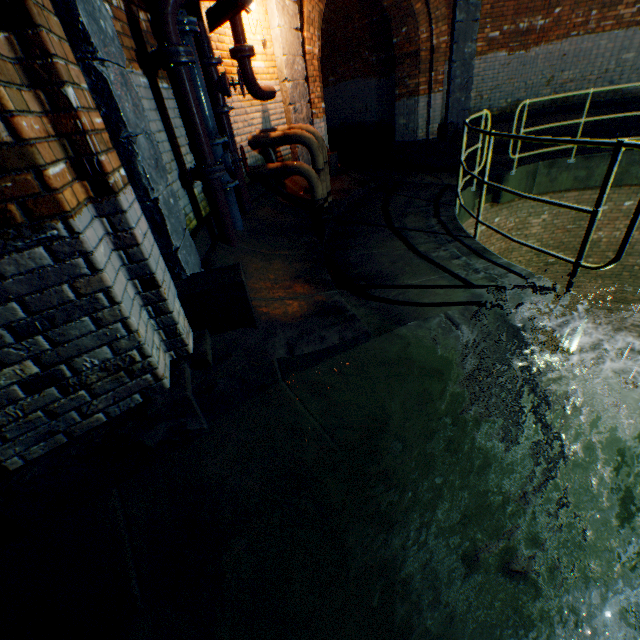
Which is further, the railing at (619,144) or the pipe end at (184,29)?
the pipe end at (184,29)

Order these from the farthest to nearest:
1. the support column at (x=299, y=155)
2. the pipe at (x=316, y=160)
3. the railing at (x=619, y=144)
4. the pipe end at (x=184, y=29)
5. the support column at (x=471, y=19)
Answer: the support column at (x=471, y=19)
the support column at (x=299, y=155)
the pipe at (x=316, y=160)
the pipe end at (x=184, y=29)
the railing at (x=619, y=144)

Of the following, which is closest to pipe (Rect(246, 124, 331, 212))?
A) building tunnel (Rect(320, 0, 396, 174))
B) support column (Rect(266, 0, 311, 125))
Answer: support column (Rect(266, 0, 311, 125))

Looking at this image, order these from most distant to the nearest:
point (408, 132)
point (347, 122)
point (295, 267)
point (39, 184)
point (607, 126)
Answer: point (347, 122), point (408, 132), point (607, 126), point (295, 267), point (39, 184)

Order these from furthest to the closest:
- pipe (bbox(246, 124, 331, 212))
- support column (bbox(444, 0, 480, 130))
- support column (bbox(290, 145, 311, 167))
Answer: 1. support column (bbox(444, 0, 480, 130))
2. support column (bbox(290, 145, 311, 167))
3. pipe (bbox(246, 124, 331, 212))

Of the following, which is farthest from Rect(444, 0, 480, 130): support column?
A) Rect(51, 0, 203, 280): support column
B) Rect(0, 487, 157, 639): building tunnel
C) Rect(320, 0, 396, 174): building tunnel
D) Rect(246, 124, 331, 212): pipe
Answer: Rect(0, 487, 157, 639): building tunnel

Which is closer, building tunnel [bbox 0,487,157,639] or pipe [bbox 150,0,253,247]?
building tunnel [bbox 0,487,157,639]

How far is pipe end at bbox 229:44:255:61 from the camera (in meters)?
4.53
